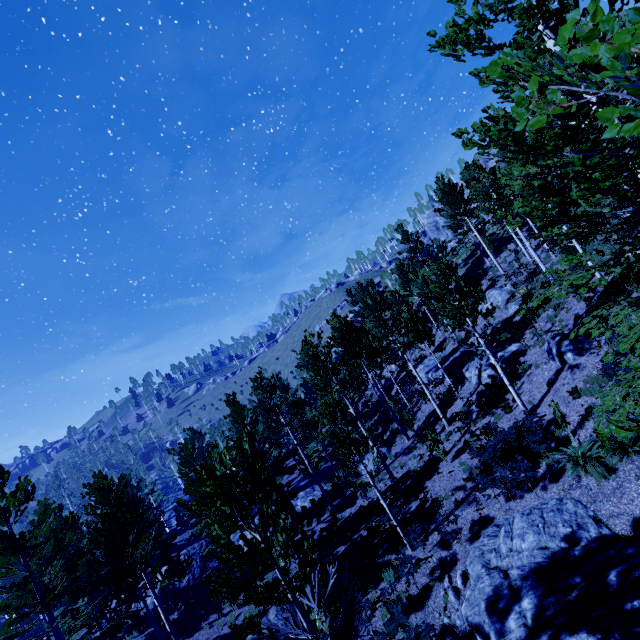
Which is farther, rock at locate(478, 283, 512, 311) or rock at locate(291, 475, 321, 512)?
rock at locate(291, 475, 321, 512)

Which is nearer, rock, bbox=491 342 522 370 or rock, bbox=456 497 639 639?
rock, bbox=456 497 639 639

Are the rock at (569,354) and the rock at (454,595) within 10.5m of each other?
yes

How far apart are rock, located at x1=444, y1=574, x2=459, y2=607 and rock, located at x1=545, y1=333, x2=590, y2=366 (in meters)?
9.79

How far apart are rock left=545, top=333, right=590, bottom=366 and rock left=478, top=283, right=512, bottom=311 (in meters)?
9.57

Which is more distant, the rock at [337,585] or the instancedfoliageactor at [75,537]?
the rock at [337,585]

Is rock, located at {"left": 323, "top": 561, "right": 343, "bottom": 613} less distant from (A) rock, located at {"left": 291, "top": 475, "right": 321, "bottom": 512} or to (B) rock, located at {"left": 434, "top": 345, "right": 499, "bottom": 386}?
(A) rock, located at {"left": 291, "top": 475, "right": 321, "bottom": 512}

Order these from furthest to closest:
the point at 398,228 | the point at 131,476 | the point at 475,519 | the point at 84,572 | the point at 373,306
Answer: the point at 131,476 < the point at 398,228 < the point at 373,306 < the point at 84,572 < the point at 475,519
